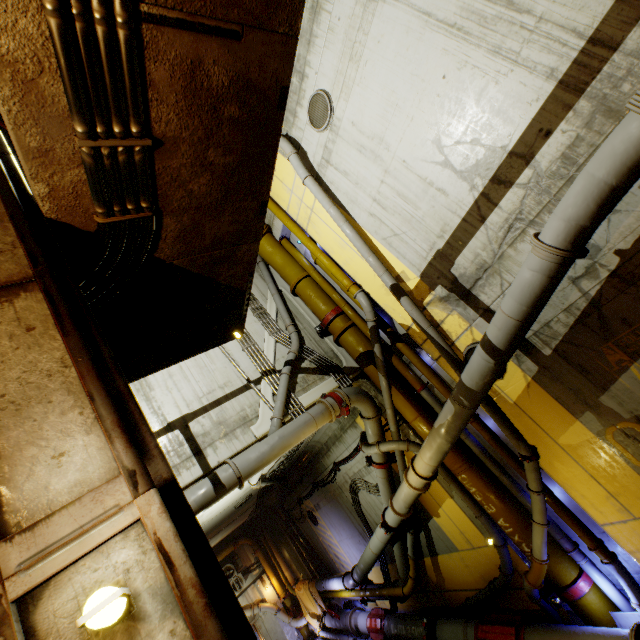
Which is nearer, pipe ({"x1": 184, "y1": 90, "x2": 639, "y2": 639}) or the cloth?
pipe ({"x1": 184, "y1": 90, "x2": 639, "y2": 639})

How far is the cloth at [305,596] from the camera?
16.59m

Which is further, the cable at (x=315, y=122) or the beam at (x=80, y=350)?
the cable at (x=315, y=122)

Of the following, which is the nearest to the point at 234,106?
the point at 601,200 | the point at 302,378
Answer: the point at 601,200

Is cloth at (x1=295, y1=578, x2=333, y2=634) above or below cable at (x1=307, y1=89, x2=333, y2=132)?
below

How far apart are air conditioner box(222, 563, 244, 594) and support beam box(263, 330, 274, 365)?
17.74m

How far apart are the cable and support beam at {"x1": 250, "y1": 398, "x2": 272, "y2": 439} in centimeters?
608cm

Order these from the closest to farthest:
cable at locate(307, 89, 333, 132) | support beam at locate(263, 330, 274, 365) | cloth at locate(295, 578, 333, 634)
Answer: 1. cable at locate(307, 89, 333, 132)
2. support beam at locate(263, 330, 274, 365)
3. cloth at locate(295, 578, 333, 634)
